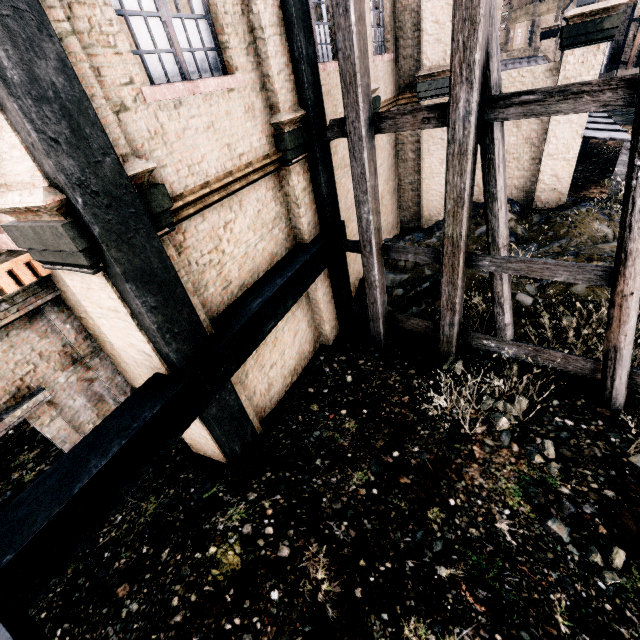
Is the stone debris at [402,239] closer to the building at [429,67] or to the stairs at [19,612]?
the building at [429,67]

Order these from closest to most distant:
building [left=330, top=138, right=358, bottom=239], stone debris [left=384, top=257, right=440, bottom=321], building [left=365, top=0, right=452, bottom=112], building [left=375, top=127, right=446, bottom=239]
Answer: building [left=330, top=138, right=358, bottom=239], stone debris [left=384, top=257, right=440, bottom=321], building [left=365, top=0, right=452, bottom=112], building [left=375, top=127, right=446, bottom=239]

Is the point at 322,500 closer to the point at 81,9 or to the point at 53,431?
the point at 53,431

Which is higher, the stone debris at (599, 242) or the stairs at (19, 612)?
the stairs at (19, 612)

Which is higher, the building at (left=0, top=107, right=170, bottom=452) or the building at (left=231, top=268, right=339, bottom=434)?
the building at (left=0, top=107, right=170, bottom=452)

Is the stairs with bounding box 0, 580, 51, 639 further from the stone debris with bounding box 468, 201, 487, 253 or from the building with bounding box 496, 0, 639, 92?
the stone debris with bounding box 468, 201, 487, 253

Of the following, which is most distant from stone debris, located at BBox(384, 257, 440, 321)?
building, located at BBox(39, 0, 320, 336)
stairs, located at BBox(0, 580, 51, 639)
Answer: stairs, located at BBox(0, 580, 51, 639)
